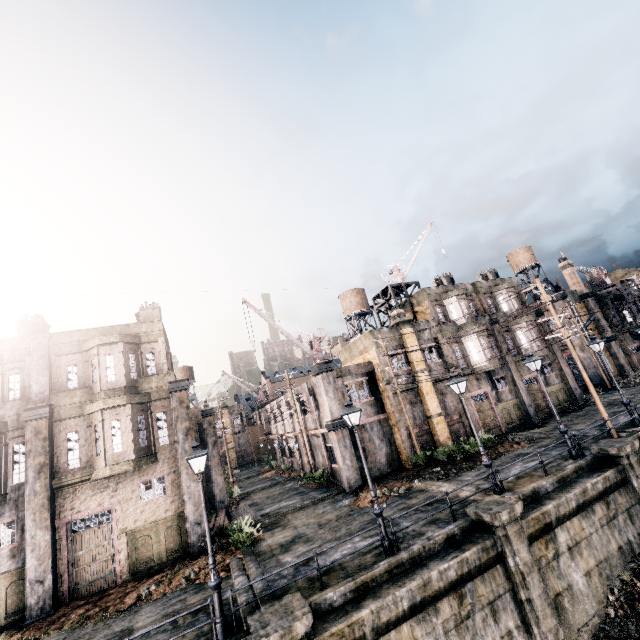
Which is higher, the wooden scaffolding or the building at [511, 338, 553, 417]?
the wooden scaffolding

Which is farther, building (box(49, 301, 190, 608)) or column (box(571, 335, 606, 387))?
column (box(571, 335, 606, 387))

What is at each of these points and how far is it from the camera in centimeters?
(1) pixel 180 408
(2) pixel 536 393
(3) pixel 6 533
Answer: (1) column, 1934cm
(2) building, 3012cm
(3) building, 1555cm

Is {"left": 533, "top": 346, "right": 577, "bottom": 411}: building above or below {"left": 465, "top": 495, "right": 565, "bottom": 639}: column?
above

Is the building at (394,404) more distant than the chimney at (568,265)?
No

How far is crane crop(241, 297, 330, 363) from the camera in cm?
2456

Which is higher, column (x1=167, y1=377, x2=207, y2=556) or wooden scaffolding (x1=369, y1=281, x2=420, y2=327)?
wooden scaffolding (x1=369, y1=281, x2=420, y2=327)

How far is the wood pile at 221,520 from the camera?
18.9m
